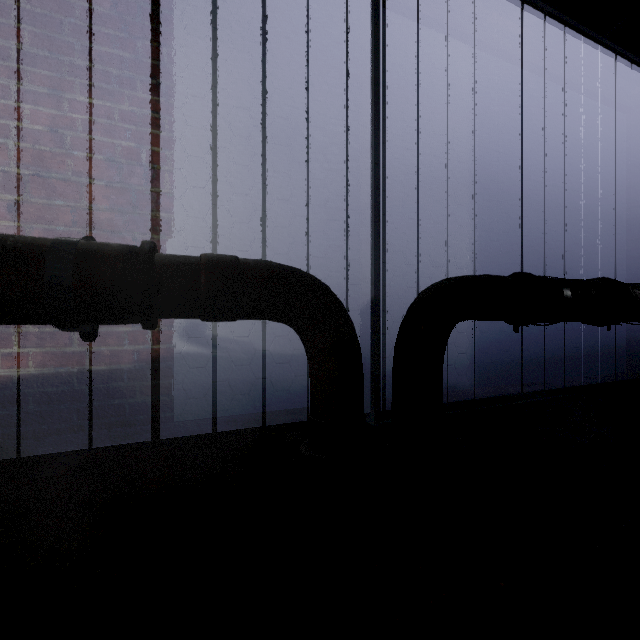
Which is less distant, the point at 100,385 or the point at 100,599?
the point at 100,599

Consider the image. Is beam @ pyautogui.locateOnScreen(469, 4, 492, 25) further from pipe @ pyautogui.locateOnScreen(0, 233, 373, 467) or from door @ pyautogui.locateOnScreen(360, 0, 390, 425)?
pipe @ pyautogui.locateOnScreen(0, 233, 373, 467)

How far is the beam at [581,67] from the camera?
2.1m

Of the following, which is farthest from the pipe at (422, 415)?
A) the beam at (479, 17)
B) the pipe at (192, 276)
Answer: the beam at (479, 17)

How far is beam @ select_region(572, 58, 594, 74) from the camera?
2.07m

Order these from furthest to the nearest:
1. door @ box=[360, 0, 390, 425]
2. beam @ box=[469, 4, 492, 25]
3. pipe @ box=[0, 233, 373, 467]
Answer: beam @ box=[469, 4, 492, 25], door @ box=[360, 0, 390, 425], pipe @ box=[0, 233, 373, 467]

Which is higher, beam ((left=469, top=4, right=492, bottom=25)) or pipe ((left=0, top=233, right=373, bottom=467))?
beam ((left=469, top=4, right=492, bottom=25))

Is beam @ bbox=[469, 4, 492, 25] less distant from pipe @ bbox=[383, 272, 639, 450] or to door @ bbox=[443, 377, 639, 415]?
door @ bbox=[443, 377, 639, 415]
